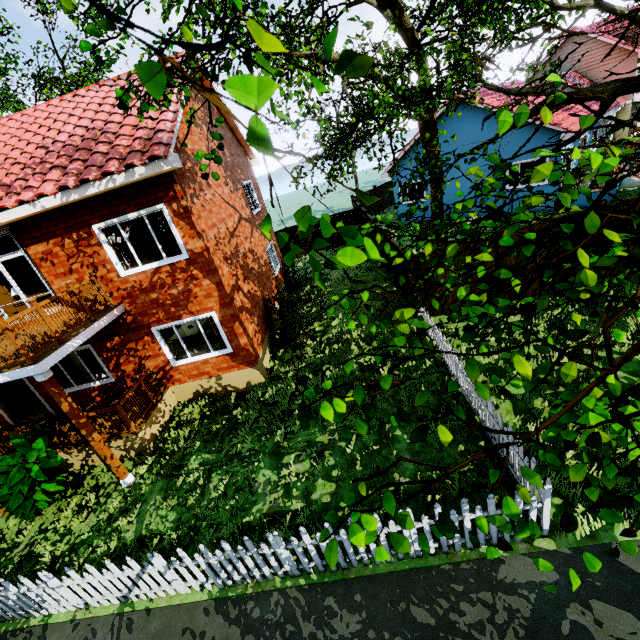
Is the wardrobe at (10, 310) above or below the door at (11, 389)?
above

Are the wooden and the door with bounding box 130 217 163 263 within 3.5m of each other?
no

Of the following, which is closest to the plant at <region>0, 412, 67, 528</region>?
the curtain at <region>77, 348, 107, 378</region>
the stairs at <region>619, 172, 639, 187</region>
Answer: the curtain at <region>77, 348, 107, 378</region>

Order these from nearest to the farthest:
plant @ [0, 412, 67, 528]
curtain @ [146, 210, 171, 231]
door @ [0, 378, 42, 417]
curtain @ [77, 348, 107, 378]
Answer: plant @ [0, 412, 67, 528] → curtain @ [146, 210, 171, 231] → curtain @ [77, 348, 107, 378] → door @ [0, 378, 42, 417]

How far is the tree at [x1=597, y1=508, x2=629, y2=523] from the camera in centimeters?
194cm

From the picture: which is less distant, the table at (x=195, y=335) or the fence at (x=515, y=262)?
the fence at (x=515, y=262)

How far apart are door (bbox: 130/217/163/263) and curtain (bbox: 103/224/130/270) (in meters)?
1.32

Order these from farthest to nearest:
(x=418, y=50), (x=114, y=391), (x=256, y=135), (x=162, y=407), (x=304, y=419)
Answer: (x=114, y=391) → (x=162, y=407) → (x=418, y=50) → (x=304, y=419) → (x=256, y=135)
